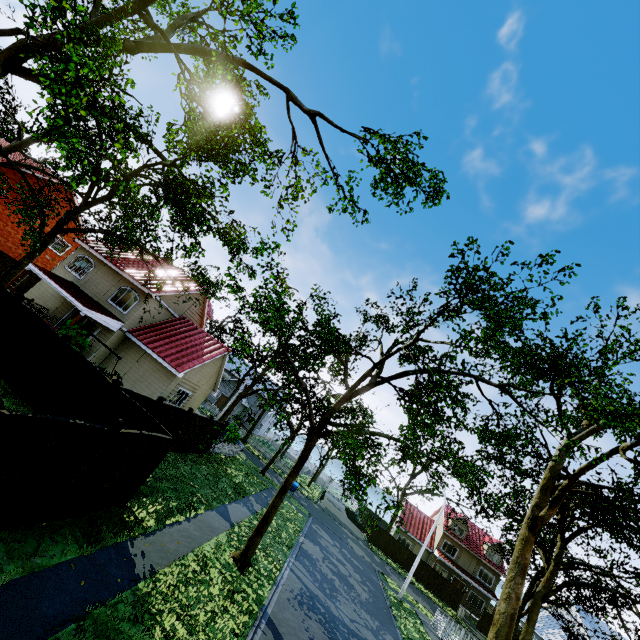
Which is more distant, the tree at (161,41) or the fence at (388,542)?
the fence at (388,542)

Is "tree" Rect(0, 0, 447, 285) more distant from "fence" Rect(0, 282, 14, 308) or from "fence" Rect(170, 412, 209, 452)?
"fence" Rect(0, 282, 14, 308)

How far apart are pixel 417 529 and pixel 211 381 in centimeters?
3786cm

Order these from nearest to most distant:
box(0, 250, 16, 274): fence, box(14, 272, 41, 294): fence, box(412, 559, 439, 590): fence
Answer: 1. box(0, 250, 16, 274): fence
2. box(14, 272, 41, 294): fence
3. box(412, 559, 439, 590): fence

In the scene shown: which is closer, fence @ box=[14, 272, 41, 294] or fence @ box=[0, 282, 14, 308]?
fence @ box=[0, 282, 14, 308]

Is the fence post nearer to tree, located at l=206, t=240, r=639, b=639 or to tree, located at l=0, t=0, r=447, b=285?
tree, located at l=206, t=240, r=639, b=639

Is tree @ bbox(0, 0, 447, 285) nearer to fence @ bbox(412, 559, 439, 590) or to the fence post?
fence @ bbox(412, 559, 439, 590)

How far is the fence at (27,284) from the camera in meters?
25.4 m
